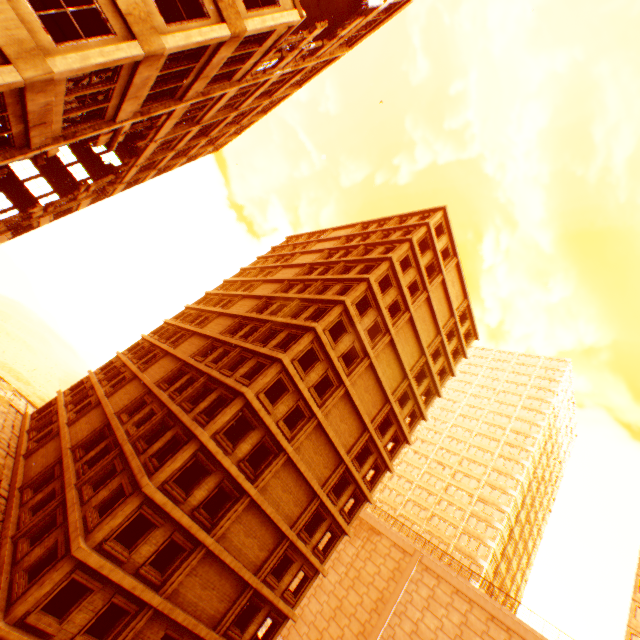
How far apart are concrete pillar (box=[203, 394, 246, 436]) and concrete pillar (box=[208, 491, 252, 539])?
4.3 meters

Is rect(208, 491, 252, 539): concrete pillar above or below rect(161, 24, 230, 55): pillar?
below

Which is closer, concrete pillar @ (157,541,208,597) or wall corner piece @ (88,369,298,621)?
wall corner piece @ (88,369,298,621)

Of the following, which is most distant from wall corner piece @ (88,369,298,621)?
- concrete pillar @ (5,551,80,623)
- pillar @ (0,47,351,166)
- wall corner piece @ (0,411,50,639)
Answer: pillar @ (0,47,351,166)

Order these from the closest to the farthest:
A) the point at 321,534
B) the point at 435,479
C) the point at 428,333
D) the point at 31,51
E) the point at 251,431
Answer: the point at 31,51, the point at 251,431, the point at 321,534, the point at 428,333, the point at 435,479

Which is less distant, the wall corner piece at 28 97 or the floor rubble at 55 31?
the wall corner piece at 28 97

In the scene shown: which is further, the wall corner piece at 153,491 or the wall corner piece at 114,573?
the wall corner piece at 153,491

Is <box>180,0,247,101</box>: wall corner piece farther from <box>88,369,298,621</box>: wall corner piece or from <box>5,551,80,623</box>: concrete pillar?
<box>5,551,80,623</box>: concrete pillar
